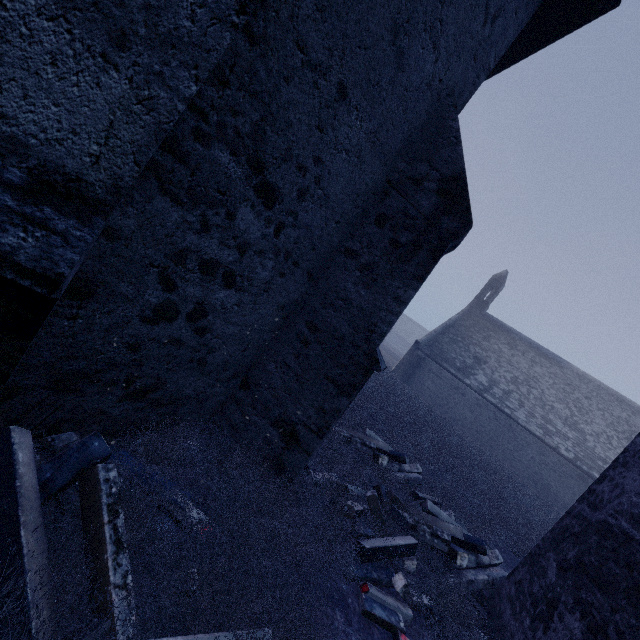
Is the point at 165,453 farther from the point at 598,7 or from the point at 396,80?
the point at 598,7

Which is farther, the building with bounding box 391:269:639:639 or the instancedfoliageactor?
the building with bounding box 391:269:639:639

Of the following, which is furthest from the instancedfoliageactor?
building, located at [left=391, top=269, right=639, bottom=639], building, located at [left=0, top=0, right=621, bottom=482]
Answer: building, located at [left=391, top=269, right=639, bottom=639]

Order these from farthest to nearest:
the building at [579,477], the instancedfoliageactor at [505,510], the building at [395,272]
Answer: the building at [579,477], the instancedfoliageactor at [505,510], the building at [395,272]

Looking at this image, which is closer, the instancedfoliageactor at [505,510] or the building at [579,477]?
the instancedfoliageactor at [505,510]

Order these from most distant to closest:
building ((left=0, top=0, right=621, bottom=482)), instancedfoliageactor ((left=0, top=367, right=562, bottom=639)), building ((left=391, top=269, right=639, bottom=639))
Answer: building ((left=391, top=269, right=639, bottom=639)) → instancedfoliageactor ((left=0, top=367, right=562, bottom=639)) → building ((left=0, top=0, right=621, bottom=482))
